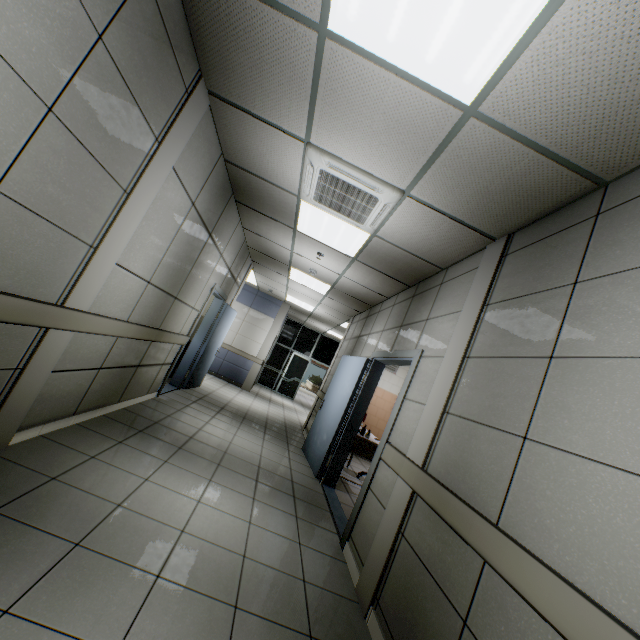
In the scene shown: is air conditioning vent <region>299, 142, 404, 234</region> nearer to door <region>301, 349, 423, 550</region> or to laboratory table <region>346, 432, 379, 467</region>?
door <region>301, 349, 423, 550</region>

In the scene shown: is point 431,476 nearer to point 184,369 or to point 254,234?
point 254,234

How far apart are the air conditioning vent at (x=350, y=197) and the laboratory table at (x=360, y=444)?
3.2m

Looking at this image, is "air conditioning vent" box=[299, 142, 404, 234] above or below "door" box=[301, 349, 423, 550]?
above

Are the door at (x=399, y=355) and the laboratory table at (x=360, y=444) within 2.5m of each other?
Result: yes

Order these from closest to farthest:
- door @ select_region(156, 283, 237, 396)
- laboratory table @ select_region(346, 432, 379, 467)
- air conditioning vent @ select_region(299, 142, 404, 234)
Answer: air conditioning vent @ select_region(299, 142, 404, 234), laboratory table @ select_region(346, 432, 379, 467), door @ select_region(156, 283, 237, 396)

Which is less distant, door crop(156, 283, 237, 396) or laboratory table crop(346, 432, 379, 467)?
laboratory table crop(346, 432, 379, 467)

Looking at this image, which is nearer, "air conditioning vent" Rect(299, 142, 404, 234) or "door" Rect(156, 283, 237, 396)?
"air conditioning vent" Rect(299, 142, 404, 234)
